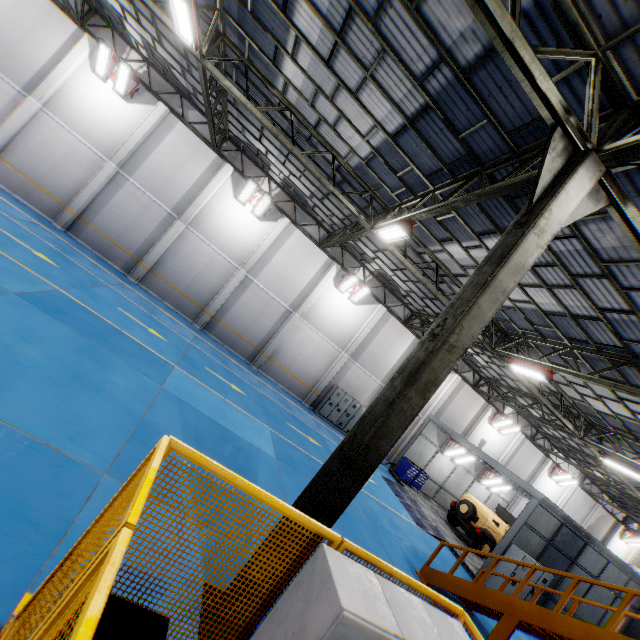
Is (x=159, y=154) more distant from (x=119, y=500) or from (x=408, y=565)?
(x=408, y=565)

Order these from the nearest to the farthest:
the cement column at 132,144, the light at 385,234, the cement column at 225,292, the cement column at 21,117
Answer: the light at 385,234
the cement column at 21,117
the cement column at 132,144
the cement column at 225,292

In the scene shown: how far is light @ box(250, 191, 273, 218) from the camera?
16.9 meters

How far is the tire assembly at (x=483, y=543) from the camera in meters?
16.3 m

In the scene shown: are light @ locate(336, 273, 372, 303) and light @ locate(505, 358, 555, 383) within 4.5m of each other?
no

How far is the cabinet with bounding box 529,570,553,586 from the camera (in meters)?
12.70

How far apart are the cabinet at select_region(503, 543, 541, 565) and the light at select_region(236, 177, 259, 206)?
19.7 meters

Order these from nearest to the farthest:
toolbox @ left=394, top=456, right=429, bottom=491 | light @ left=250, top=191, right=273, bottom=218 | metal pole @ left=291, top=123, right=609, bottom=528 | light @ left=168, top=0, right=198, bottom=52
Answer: metal pole @ left=291, top=123, right=609, bottom=528, light @ left=168, top=0, right=198, bottom=52, light @ left=250, top=191, right=273, bottom=218, toolbox @ left=394, top=456, right=429, bottom=491
